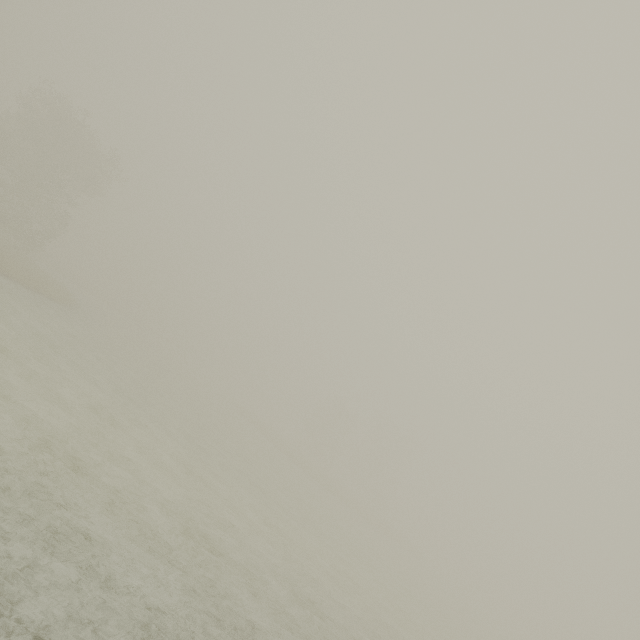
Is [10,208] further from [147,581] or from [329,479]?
[329,479]
